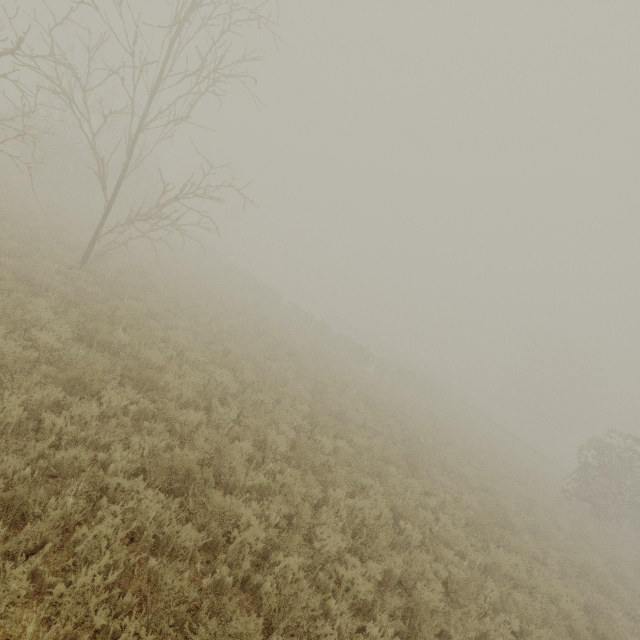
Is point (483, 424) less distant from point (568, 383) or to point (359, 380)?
point (359, 380)
